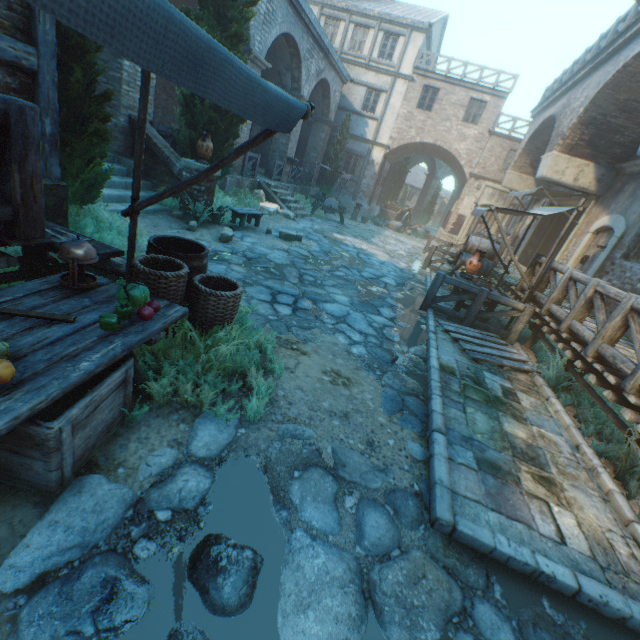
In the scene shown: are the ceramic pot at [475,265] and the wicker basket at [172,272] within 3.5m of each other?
no

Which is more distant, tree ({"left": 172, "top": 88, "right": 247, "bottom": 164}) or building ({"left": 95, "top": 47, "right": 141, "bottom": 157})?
tree ({"left": 172, "top": 88, "right": 247, "bottom": 164})

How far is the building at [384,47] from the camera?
20.1 meters

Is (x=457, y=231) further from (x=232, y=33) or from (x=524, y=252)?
(x=232, y=33)

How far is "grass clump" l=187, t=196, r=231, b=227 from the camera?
7.9 meters

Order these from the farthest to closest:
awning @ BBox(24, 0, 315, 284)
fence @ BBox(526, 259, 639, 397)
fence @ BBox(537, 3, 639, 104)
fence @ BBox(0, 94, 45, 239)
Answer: fence @ BBox(537, 3, 639, 104) → fence @ BBox(526, 259, 639, 397) → fence @ BBox(0, 94, 45, 239) → awning @ BBox(24, 0, 315, 284)

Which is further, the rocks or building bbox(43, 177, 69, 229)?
the rocks

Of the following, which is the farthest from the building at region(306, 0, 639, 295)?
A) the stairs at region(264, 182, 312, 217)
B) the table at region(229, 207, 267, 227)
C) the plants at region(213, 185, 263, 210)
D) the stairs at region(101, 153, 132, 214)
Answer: the stairs at region(264, 182, 312, 217)
